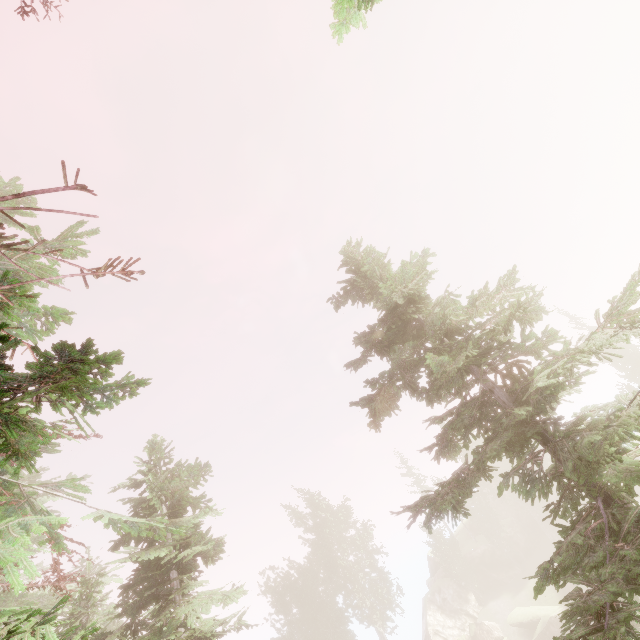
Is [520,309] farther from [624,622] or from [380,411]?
[624,622]

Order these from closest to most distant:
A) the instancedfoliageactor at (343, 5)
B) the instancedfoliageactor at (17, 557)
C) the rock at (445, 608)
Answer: the instancedfoliageactor at (17, 557) < the instancedfoliageactor at (343, 5) < the rock at (445, 608)

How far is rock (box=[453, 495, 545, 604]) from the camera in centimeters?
4119cm

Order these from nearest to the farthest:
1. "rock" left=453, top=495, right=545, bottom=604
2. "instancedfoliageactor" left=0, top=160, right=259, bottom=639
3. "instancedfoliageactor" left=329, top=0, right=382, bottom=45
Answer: "instancedfoliageactor" left=0, top=160, right=259, bottom=639
"instancedfoliageactor" left=329, top=0, right=382, bottom=45
"rock" left=453, top=495, right=545, bottom=604

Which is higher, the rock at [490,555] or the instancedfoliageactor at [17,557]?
the instancedfoliageactor at [17,557]

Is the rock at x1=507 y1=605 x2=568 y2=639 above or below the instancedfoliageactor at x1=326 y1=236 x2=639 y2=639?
below

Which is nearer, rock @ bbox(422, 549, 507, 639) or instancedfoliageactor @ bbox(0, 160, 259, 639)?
instancedfoliageactor @ bbox(0, 160, 259, 639)
